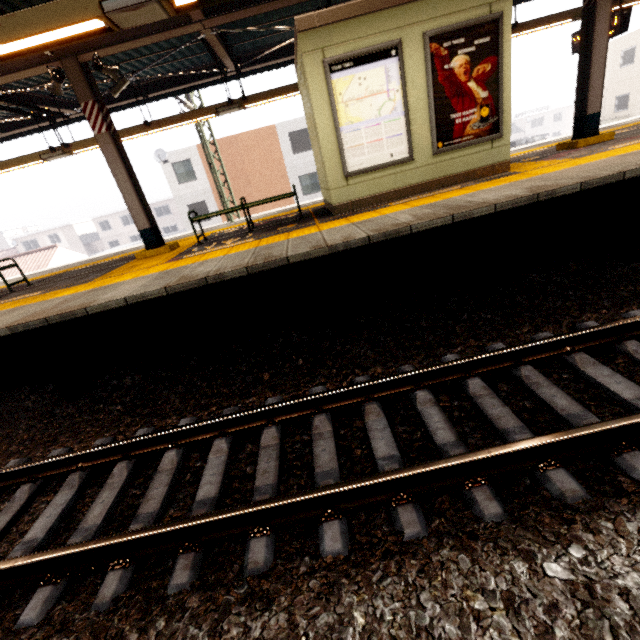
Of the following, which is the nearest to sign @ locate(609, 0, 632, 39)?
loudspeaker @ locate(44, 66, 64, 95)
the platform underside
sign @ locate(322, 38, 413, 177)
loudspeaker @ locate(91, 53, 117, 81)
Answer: the platform underside

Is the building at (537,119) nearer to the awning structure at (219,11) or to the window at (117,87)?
the awning structure at (219,11)

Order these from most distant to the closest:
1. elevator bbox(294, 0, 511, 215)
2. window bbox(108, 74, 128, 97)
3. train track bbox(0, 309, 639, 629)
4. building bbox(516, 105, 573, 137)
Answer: building bbox(516, 105, 573, 137)
window bbox(108, 74, 128, 97)
elevator bbox(294, 0, 511, 215)
train track bbox(0, 309, 639, 629)

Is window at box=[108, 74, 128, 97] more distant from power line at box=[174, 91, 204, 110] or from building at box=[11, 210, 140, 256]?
building at box=[11, 210, 140, 256]

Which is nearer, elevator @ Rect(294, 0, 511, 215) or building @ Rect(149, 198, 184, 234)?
elevator @ Rect(294, 0, 511, 215)

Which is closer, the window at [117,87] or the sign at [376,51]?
the sign at [376,51]

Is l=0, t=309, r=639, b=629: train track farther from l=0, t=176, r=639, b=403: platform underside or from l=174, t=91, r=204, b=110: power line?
l=174, t=91, r=204, b=110: power line

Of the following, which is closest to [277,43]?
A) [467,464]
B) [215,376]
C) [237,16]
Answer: [237,16]
